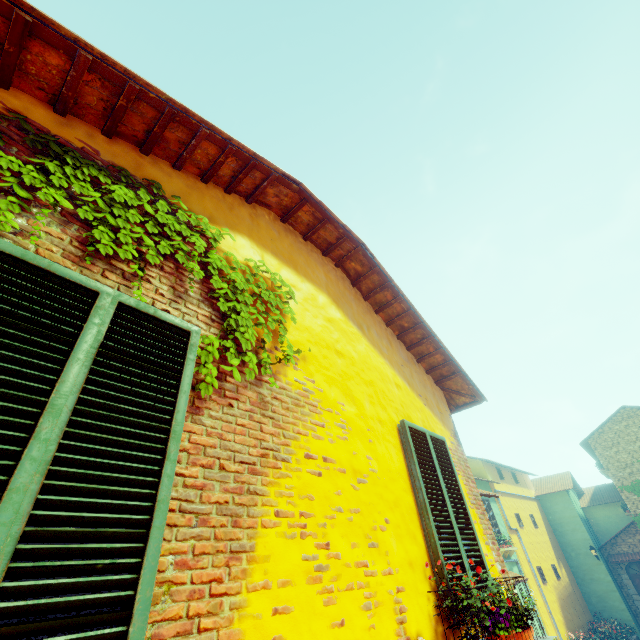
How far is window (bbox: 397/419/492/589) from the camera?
3.1 meters

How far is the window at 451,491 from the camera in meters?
3.1

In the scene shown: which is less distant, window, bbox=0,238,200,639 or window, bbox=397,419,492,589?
window, bbox=0,238,200,639

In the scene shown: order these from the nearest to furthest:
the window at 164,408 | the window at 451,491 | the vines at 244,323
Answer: the window at 164,408
the vines at 244,323
the window at 451,491

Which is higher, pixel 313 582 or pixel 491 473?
pixel 491 473

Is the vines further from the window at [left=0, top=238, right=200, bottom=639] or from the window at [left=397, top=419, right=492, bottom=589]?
the window at [left=397, top=419, right=492, bottom=589]

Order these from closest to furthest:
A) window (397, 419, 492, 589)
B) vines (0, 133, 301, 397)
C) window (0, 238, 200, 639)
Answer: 1. window (0, 238, 200, 639)
2. vines (0, 133, 301, 397)
3. window (397, 419, 492, 589)
